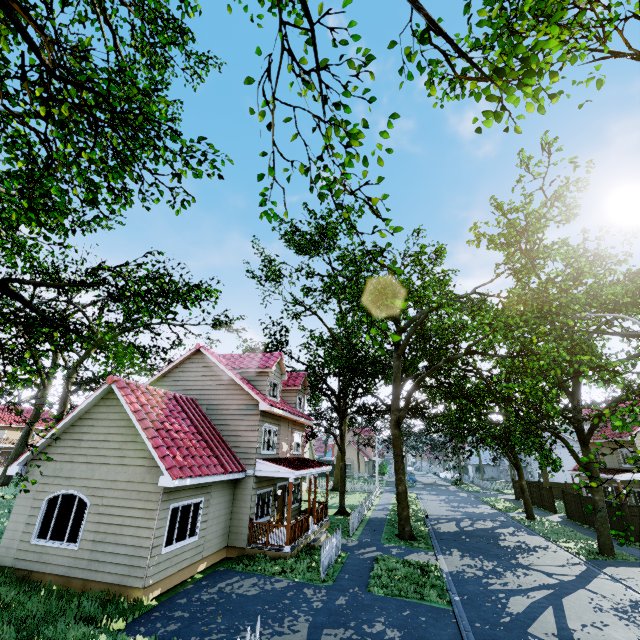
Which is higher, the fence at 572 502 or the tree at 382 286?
the tree at 382 286

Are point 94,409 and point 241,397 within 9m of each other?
yes

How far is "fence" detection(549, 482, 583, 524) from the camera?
24.9m

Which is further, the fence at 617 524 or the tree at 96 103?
the fence at 617 524

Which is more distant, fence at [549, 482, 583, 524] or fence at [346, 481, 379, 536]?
fence at [549, 482, 583, 524]

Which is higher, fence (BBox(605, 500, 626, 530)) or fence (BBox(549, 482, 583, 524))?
fence (BBox(605, 500, 626, 530))

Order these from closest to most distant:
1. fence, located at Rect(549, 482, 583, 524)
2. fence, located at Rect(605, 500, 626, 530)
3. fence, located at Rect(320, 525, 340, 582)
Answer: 1. fence, located at Rect(320, 525, 340, 582)
2. fence, located at Rect(605, 500, 626, 530)
3. fence, located at Rect(549, 482, 583, 524)
